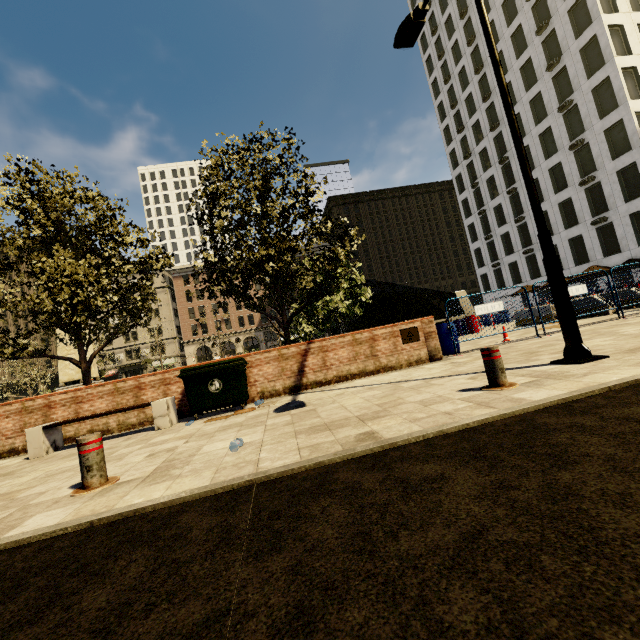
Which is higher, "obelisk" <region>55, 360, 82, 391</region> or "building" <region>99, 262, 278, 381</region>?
"building" <region>99, 262, 278, 381</region>

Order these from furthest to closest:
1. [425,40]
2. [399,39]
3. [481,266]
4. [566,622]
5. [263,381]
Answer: [425,40] → [481,266] → [263,381] → [399,39] → [566,622]

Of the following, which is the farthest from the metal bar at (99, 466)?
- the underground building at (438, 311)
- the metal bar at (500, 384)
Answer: the underground building at (438, 311)

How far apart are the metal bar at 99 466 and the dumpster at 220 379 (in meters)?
3.16

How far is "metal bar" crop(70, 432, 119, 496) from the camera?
3.42m

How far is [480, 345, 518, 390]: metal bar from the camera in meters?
4.2 m

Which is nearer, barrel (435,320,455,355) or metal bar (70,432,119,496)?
metal bar (70,432,119,496)

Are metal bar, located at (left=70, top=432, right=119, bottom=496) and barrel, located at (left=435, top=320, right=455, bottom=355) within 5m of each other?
no
